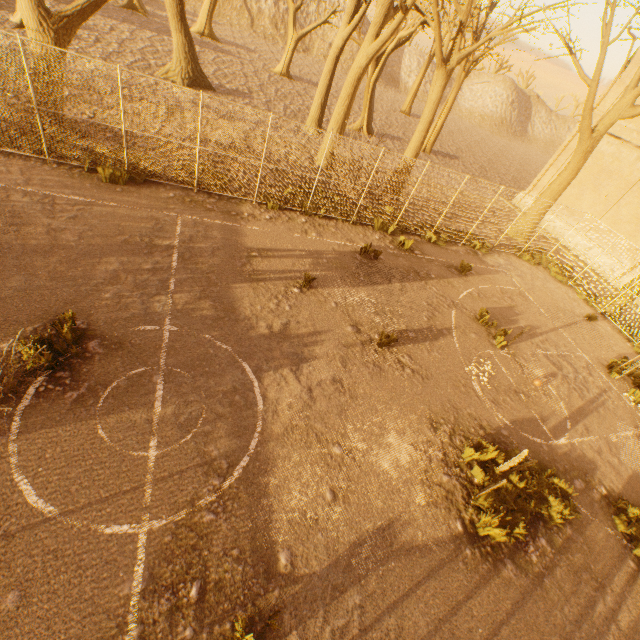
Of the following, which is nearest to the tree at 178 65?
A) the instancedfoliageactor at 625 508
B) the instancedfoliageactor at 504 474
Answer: the instancedfoliageactor at 625 508

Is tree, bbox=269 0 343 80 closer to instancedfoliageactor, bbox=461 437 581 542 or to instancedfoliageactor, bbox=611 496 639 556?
instancedfoliageactor, bbox=611 496 639 556

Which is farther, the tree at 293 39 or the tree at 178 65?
the tree at 293 39

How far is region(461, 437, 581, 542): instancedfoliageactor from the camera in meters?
5.9 m

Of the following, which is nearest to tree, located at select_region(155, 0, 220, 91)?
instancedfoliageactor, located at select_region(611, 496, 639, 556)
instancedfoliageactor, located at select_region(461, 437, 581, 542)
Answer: instancedfoliageactor, located at select_region(611, 496, 639, 556)

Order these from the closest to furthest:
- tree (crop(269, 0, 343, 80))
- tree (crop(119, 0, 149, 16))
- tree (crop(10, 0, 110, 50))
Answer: tree (crop(10, 0, 110, 50)), tree (crop(269, 0, 343, 80)), tree (crop(119, 0, 149, 16))

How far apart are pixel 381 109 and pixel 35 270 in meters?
39.5 m
